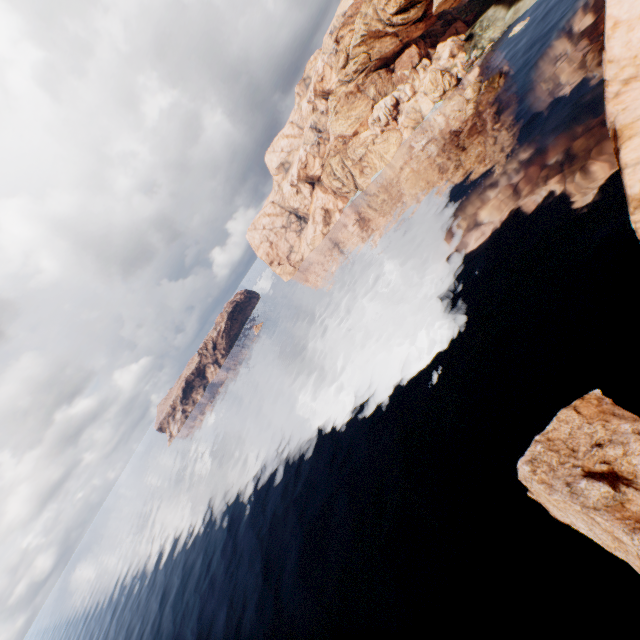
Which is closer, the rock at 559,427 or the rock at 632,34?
the rock at 632,34

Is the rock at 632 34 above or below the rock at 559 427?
above

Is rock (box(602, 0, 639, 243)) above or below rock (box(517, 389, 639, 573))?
above

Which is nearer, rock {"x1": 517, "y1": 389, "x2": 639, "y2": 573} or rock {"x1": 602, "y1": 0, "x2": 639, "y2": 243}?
rock {"x1": 602, "y1": 0, "x2": 639, "y2": 243}

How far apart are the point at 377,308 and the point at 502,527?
39.5m
